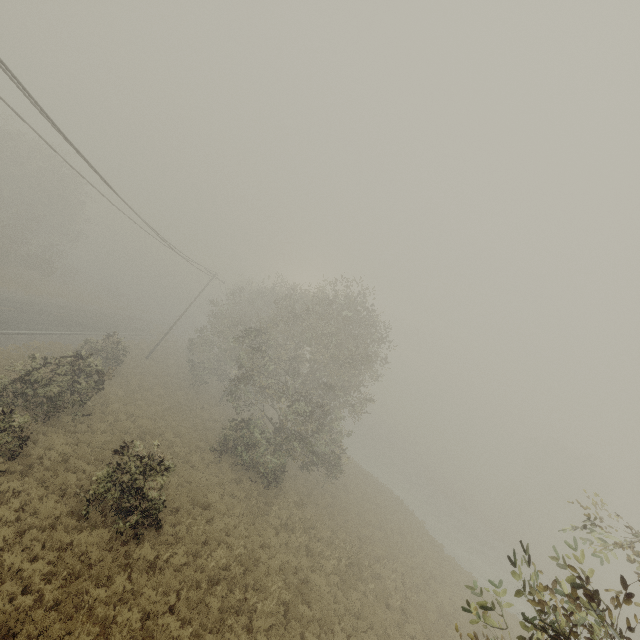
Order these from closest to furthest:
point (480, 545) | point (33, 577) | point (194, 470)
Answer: point (33, 577) < point (194, 470) < point (480, 545)
